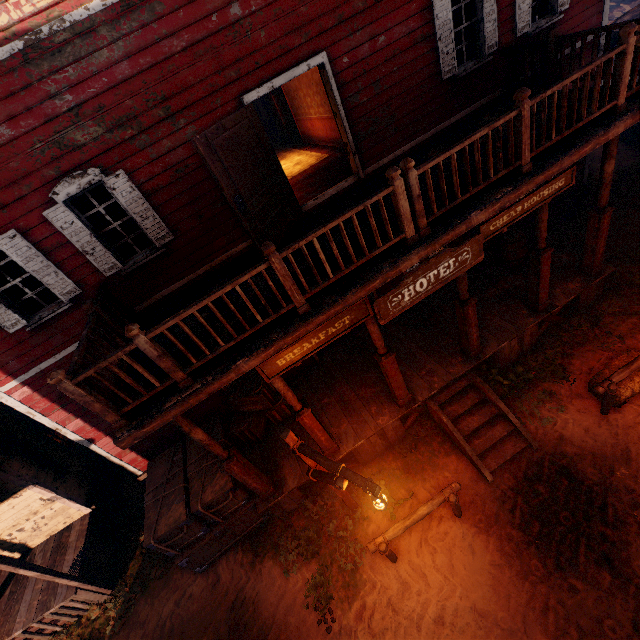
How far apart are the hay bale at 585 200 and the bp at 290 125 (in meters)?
9.58

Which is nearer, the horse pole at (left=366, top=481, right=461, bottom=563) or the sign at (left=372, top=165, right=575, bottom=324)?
the sign at (left=372, top=165, right=575, bottom=324)

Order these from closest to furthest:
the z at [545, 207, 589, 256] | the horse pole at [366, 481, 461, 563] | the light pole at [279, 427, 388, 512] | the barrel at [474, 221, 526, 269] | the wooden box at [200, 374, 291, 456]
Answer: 1. the light pole at [279, 427, 388, 512]
2. the horse pole at [366, 481, 461, 563]
3. the wooden box at [200, 374, 291, 456]
4. the barrel at [474, 221, 526, 269]
5. the z at [545, 207, 589, 256]

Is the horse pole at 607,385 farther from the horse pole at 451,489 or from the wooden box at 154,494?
the wooden box at 154,494

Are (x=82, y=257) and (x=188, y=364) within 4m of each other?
yes

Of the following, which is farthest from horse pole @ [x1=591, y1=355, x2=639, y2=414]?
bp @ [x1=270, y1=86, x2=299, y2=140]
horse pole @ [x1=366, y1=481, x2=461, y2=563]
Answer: bp @ [x1=270, y1=86, x2=299, y2=140]

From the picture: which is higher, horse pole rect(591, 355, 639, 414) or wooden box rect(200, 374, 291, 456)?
wooden box rect(200, 374, 291, 456)

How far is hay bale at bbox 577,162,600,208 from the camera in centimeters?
1037cm
